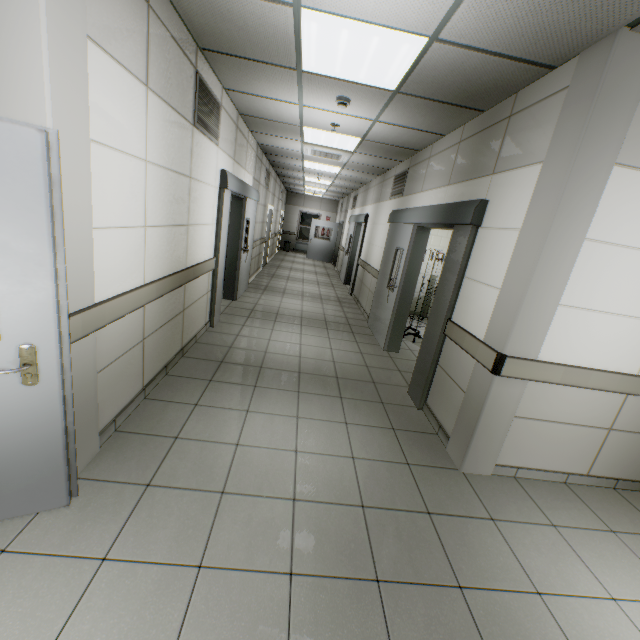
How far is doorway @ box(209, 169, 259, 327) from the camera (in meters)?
4.71

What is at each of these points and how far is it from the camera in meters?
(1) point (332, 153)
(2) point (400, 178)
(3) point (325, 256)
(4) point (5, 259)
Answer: (1) air conditioning vent, 6.3
(2) ventilation grill, 6.3
(3) door, 16.6
(4) door, 1.4

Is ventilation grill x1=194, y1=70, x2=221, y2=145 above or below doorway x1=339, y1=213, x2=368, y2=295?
above

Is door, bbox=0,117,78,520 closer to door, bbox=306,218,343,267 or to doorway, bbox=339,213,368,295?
doorway, bbox=339,213,368,295

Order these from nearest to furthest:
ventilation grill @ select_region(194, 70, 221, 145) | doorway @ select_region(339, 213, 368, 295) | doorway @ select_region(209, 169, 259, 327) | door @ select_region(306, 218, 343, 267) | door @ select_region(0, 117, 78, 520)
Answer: door @ select_region(0, 117, 78, 520) < ventilation grill @ select_region(194, 70, 221, 145) < doorway @ select_region(209, 169, 259, 327) < doorway @ select_region(339, 213, 368, 295) < door @ select_region(306, 218, 343, 267)

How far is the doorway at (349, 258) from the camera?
9.11m

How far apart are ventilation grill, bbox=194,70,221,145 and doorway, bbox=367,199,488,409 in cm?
288

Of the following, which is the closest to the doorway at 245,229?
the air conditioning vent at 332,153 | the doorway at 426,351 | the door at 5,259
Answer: the air conditioning vent at 332,153
